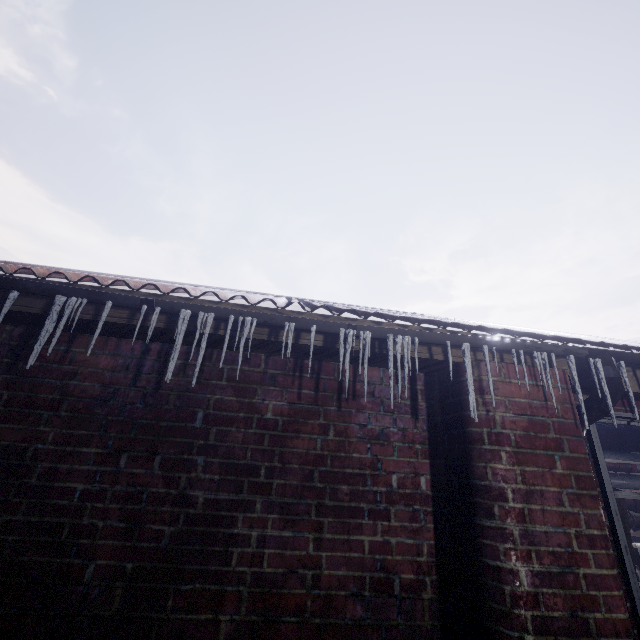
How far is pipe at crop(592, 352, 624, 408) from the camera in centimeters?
153cm

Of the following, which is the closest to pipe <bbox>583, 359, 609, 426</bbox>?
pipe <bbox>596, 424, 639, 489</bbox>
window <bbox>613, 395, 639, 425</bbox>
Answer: window <bbox>613, 395, 639, 425</bbox>

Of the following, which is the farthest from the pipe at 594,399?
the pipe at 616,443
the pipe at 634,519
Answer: the pipe at 634,519

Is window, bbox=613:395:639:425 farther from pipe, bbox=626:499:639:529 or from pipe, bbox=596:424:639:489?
pipe, bbox=626:499:639:529

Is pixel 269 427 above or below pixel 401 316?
below

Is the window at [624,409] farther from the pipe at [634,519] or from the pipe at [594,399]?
the pipe at [634,519]

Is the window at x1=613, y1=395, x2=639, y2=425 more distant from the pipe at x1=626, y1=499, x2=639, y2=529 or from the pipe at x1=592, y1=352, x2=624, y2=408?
the pipe at x1=626, y1=499, x2=639, y2=529

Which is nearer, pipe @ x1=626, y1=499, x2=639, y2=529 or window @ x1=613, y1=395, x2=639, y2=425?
window @ x1=613, y1=395, x2=639, y2=425
